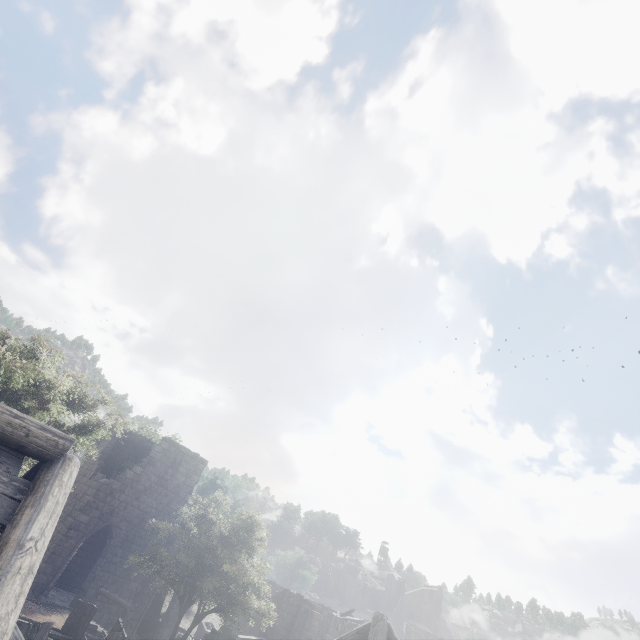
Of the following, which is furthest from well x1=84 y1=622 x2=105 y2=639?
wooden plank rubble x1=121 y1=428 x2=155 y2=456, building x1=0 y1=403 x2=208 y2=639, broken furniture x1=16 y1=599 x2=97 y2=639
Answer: wooden plank rubble x1=121 y1=428 x2=155 y2=456

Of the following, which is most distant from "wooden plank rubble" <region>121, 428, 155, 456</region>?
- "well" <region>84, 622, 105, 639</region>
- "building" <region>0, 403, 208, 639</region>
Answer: "well" <region>84, 622, 105, 639</region>

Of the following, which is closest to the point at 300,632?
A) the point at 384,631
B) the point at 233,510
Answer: the point at 233,510

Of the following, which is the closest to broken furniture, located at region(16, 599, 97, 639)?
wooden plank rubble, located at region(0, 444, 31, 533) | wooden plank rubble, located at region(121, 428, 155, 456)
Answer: wooden plank rubble, located at region(0, 444, 31, 533)

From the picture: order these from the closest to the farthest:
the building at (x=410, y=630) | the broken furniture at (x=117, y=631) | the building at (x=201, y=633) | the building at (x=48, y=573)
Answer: the building at (x=48, y=573)
the broken furniture at (x=117, y=631)
the building at (x=201, y=633)
the building at (x=410, y=630)

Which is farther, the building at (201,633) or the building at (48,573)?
the building at (201,633)

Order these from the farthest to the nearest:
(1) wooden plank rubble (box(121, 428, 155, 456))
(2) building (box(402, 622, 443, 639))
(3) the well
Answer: (2) building (box(402, 622, 443, 639)) → (1) wooden plank rubble (box(121, 428, 155, 456)) → (3) the well

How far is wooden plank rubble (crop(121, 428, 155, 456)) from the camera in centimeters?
2262cm
